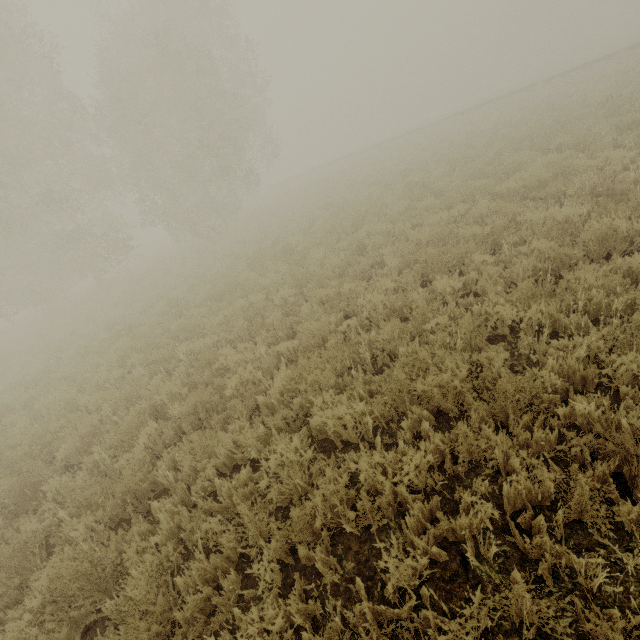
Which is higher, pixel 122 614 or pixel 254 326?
pixel 254 326
